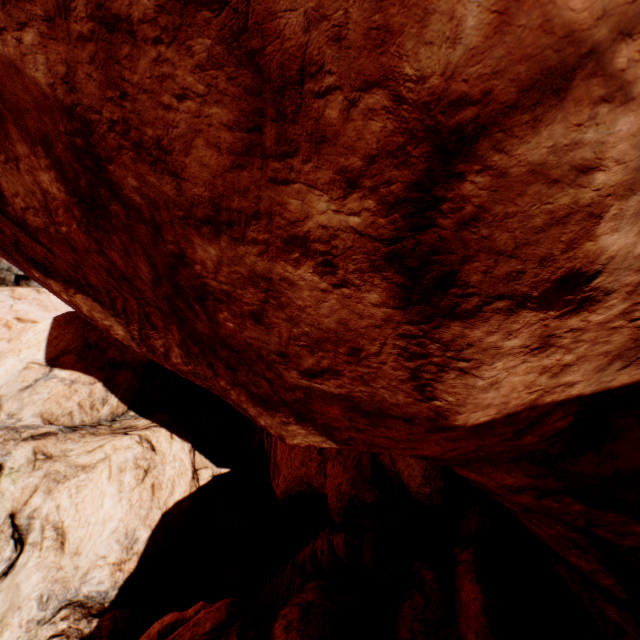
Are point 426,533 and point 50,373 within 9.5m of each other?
no
